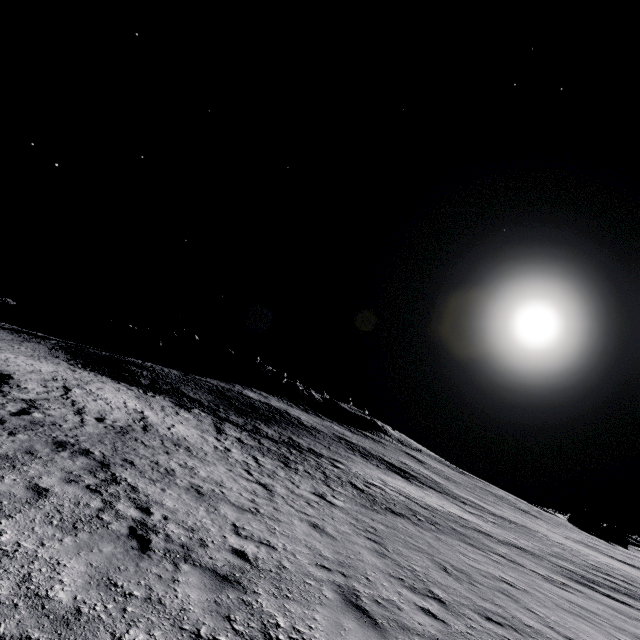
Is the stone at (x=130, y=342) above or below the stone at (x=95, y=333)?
above

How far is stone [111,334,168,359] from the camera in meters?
57.7

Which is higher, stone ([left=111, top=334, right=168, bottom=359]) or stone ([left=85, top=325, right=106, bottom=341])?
stone ([left=111, top=334, right=168, bottom=359])

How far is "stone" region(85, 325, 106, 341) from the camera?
58.4m

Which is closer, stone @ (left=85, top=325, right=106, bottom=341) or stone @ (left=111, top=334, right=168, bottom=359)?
stone @ (left=111, top=334, right=168, bottom=359)

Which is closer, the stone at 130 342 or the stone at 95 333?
the stone at 130 342

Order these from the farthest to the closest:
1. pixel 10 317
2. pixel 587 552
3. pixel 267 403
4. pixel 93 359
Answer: pixel 10 317
pixel 267 403
pixel 93 359
pixel 587 552
